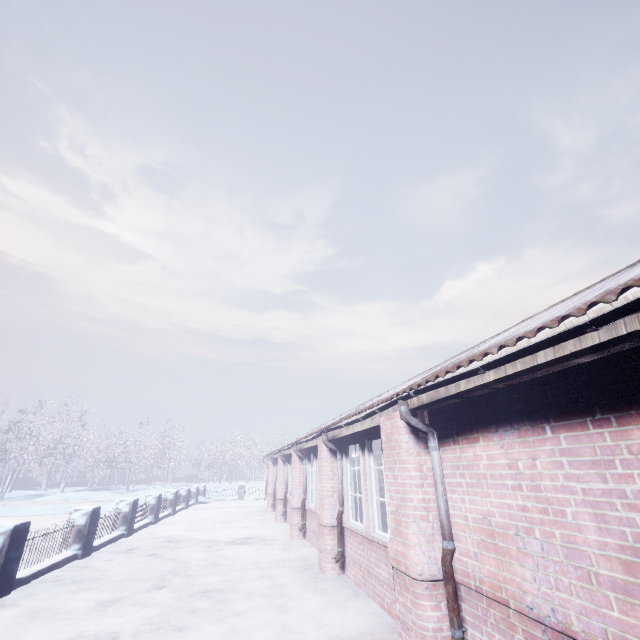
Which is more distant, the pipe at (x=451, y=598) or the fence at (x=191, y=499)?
the fence at (x=191, y=499)

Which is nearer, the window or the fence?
the window

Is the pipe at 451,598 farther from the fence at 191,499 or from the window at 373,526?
the fence at 191,499

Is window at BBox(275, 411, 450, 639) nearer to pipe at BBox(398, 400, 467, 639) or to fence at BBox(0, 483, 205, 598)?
pipe at BBox(398, 400, 467, 639)

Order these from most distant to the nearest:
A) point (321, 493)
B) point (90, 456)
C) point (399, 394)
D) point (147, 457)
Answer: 1. point (147, 457)
2. point (90, 456)
3. point (321, 493)
4. point (399, 394)

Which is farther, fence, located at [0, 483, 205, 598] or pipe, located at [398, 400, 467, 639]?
fence, located at [0, 483, 205, 598]
